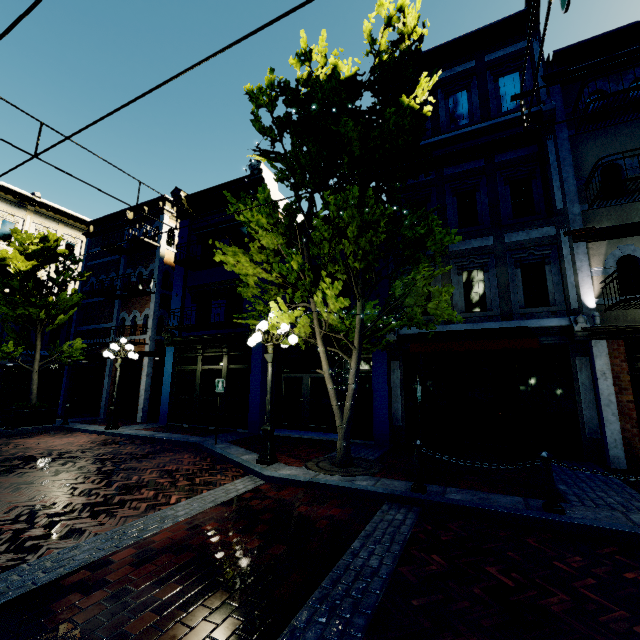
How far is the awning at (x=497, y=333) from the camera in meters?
7.8 m

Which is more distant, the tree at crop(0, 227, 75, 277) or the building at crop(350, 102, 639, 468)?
the tree at crop(0, 227, 75, 277)

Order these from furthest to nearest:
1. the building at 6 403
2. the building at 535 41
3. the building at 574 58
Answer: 1. the building at 6 403
2. the building at 535 41
3. the building at 574 58

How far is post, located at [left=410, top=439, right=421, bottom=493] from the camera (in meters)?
5.71

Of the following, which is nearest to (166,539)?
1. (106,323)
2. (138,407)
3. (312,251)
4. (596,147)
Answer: (312,251)

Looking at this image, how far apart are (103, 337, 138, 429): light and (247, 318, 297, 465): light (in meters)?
7.28

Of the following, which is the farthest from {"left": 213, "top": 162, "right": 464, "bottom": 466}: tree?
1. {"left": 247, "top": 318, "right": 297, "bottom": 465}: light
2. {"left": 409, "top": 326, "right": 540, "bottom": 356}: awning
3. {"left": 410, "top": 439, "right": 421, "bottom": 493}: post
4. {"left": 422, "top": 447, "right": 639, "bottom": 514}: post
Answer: {"left": 422, "top": 447, "right": 639, "bottom": 514}: post

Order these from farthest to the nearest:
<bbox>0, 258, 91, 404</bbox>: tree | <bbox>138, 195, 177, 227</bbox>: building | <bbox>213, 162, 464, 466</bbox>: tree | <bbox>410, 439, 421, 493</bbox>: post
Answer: <bbox>138, 195, 177, 227</bbox>: building
<bbox>0, 258, 91, 404</bbox>: tree
<bbox>213, 162, 464, 466</bbox>: tree
<bbox>410, 439, 421, 493</bbox>: post
